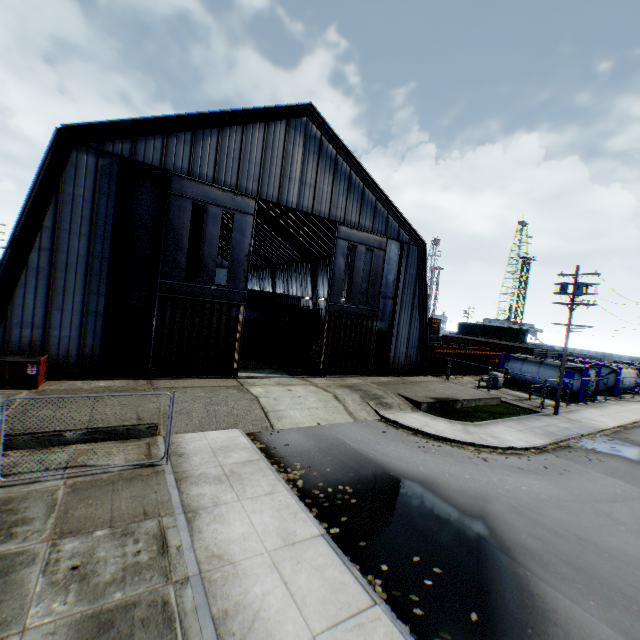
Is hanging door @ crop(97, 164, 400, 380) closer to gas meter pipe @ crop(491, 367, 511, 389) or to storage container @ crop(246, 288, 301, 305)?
gas meter pipe @ crop(491, 367, 511, 389)

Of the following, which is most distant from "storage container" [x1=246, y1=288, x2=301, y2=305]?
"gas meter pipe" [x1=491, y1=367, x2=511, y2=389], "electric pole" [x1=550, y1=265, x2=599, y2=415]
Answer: "electric pole" [x1=550, y1=265, x2=599, y2=415]

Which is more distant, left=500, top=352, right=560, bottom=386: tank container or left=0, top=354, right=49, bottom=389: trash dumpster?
left=500, top=352, right=560, bottom=386: tank container

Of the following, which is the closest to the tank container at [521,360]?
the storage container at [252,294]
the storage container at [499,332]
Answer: the storage container at [252,294]

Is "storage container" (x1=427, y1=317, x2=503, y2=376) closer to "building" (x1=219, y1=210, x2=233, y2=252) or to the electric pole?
"building" (x1=219, y1=210, x2=233, y2=252)

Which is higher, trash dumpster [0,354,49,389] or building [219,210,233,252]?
building [219,210,233,252]

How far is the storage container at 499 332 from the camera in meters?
55.3 m

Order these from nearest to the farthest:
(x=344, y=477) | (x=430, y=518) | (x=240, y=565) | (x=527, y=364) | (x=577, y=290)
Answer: (x=240, y=565) < (x=430, y=518) < (x=344, y=477) < (x=577, y=290) < (x=527, y=364)
